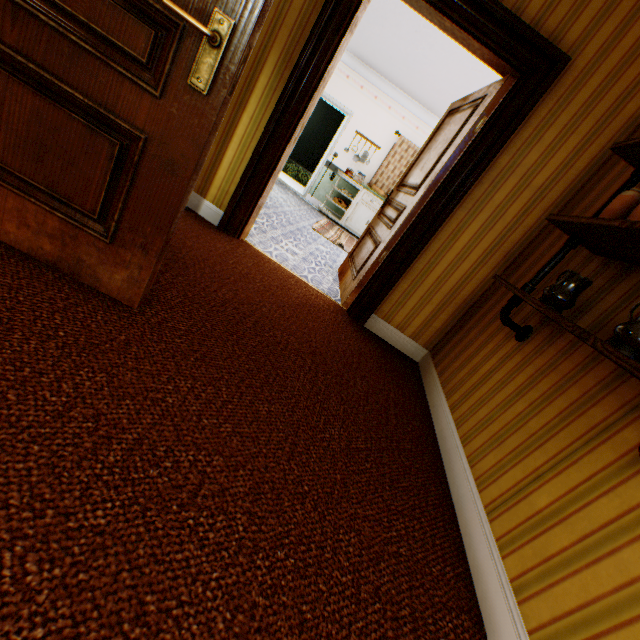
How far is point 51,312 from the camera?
1.2m

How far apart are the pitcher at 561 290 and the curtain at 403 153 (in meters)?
7.04

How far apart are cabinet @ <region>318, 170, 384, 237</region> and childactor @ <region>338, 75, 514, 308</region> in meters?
3.9

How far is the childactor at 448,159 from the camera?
2.6m

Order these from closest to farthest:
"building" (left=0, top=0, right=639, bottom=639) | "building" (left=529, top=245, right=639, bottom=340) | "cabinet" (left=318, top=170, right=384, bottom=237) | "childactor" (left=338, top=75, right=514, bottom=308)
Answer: "building" (left=0, top=0, right=639, bottom=639), "building" (left=529, top=245, right=639, bottom=340), "childactor" (left=338, top=75, right=514, bottom=308), "cabinet" (left=318, top=170, right=384, bottom=237)

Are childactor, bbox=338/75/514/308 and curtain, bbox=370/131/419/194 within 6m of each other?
yes

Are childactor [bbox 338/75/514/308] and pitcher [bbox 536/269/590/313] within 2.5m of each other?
yes

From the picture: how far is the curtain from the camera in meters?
7.7 m
